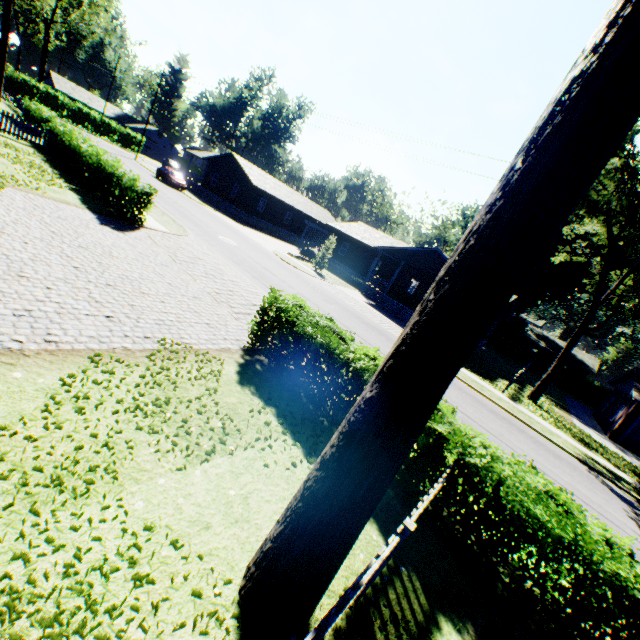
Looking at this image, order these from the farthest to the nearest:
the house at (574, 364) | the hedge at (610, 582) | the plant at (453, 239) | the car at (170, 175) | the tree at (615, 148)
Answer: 1. the house at (574, 364)
2. the plant at (453, 239)
3. the car at (170, 175)
4. the hedge at (610, 582)
5. the tree at (615, 148)

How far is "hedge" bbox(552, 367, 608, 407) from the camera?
41.28m

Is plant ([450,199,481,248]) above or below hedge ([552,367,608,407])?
above

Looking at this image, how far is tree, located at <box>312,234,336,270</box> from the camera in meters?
29.5

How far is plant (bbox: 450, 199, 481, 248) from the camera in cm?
4488

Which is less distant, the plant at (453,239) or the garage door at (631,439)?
the garage door at (631,439)

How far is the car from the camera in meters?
35.4

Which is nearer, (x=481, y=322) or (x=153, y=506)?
(x=481, y=322)
